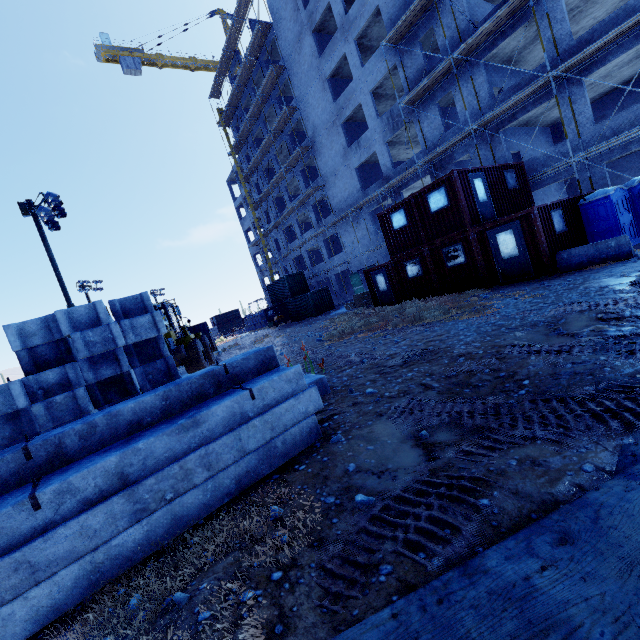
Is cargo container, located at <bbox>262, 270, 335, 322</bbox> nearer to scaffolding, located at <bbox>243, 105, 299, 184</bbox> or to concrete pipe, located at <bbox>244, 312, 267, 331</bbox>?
scaffolding, located at <bbox>243, 105, 299, 184</bbox>

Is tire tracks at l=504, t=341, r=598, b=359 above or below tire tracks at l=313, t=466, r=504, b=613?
above

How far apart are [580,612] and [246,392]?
3.6 meters

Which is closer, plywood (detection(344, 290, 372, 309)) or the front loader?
the front loader

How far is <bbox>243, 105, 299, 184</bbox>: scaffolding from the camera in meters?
32.0 m

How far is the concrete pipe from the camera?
45.32m

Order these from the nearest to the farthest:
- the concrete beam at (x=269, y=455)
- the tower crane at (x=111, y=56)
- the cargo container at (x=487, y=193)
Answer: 1. the concrete beam at (x=269, y=455)
2. the cargo container at (x=487, y=193)
3. the tower crane at (x=111, y=56)

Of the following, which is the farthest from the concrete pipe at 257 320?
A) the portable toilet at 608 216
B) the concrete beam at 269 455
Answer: the portable toilet at 608 216
